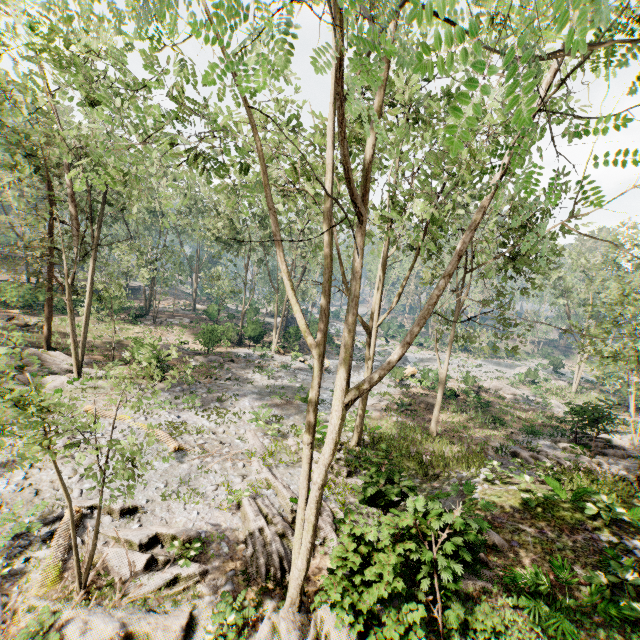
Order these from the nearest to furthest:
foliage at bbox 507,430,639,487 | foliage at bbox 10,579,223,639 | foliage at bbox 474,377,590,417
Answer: foliage at bbox 10,579,223,639 → foliage at bbox 507,430,639,487 → foliage at bbox 474,377,590,417

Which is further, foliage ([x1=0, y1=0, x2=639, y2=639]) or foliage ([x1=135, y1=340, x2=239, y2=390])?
foliage ([x1=135, y1=340, x2=239, y2=390])

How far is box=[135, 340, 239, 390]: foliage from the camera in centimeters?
736cm

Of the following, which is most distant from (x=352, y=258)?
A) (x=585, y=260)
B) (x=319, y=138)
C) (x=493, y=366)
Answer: (x=493, y=366)

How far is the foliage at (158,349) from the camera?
7.36m

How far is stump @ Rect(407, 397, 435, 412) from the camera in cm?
2415

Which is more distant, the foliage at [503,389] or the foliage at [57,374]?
the foliage at [503,389]
